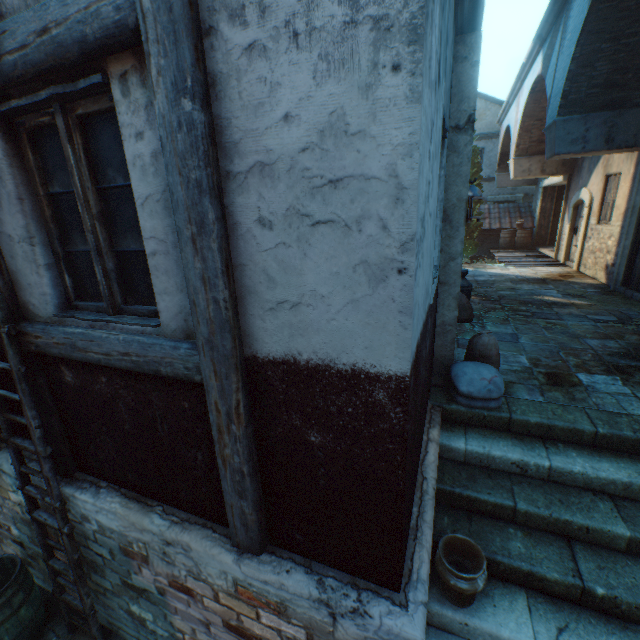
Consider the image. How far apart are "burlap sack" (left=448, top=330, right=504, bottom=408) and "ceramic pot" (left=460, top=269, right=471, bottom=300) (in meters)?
2.37

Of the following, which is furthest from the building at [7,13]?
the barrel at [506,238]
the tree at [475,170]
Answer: the barrel at [506,238]

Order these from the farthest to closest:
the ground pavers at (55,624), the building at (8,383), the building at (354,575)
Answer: the ground pavers at (55,624)
the building at (8,383)
the building at (354,575)

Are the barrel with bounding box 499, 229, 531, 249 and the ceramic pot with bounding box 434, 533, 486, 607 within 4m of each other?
no

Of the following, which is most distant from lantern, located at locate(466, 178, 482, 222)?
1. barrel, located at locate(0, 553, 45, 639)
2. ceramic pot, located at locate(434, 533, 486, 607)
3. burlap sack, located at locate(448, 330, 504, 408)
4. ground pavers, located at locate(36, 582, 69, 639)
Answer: barrel, located at locate(0, 553, 45, 639)

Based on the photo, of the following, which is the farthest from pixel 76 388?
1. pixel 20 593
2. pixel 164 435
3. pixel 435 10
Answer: pixel 435 10

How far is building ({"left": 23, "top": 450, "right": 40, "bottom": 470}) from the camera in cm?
303

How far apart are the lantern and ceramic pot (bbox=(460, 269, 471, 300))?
2.7 meters
